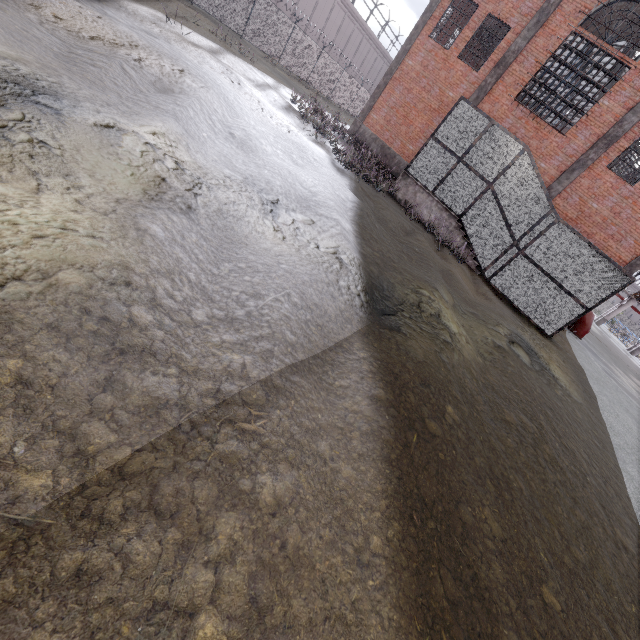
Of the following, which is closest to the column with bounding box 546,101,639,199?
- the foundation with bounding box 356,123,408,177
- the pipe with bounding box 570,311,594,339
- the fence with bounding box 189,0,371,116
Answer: the pipe with bounding box 570,311,594,339

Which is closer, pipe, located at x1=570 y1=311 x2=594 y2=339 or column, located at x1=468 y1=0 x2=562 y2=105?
column, located at x1=468 y1=0 x2=562 y2=105

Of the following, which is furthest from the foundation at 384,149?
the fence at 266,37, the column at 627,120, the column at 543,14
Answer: the fence at 266,37

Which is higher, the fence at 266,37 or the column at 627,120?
the column at 627,120

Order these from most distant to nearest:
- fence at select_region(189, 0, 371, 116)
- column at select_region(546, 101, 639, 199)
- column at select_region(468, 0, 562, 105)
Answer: fence at select_region(189, 0, 371, 116) < column at select_region(468, 0, 562, 105) < column at select_region(546, 101, 639, 199)

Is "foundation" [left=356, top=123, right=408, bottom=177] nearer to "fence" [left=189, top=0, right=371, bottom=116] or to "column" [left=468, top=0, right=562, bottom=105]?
"column" [left=468, top=0, right=562, bottom=105]

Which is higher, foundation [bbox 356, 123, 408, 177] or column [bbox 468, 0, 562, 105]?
column [bbox 468, 0, 562, 105]

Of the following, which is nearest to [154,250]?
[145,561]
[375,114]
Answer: [145,561]
